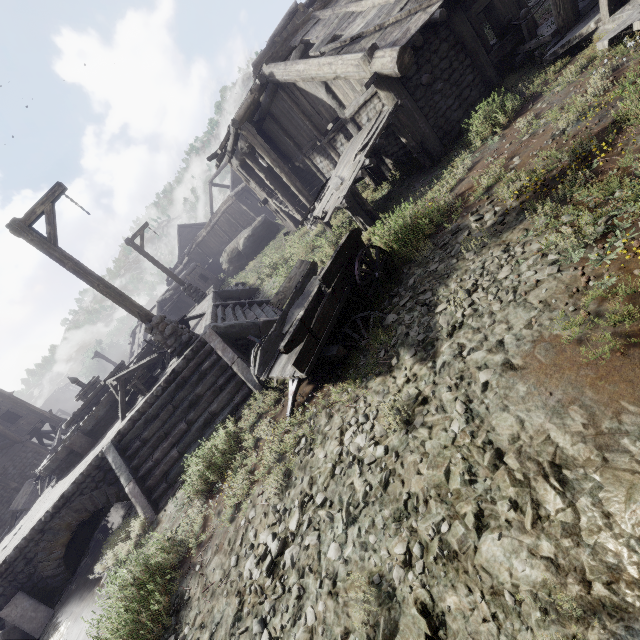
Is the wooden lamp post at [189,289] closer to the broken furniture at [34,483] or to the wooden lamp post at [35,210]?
the broken furniture at [34,483]

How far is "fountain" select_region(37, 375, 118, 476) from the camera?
10.34m

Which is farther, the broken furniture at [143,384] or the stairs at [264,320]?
the broken furniture at [143,384]

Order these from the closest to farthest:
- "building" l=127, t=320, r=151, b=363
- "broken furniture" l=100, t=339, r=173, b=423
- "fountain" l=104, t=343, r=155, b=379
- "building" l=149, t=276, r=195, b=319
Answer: "broken furniture" l=100, t=339, r=173, b=423 < "fountain" l=104, t=343, r=155, b=379 < "building" l=149, t=276, r=195, b=319 < "building" l=127, t=320, r=151, b=363

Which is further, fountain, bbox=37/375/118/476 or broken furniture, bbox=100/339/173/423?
fountain, bbox=37/375/118/476

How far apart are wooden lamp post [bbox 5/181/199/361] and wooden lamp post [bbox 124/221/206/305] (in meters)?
9.10

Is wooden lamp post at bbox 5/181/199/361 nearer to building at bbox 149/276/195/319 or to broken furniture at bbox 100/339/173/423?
broken furniture at bbox 100/339/173/423

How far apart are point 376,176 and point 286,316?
7.5 meters
